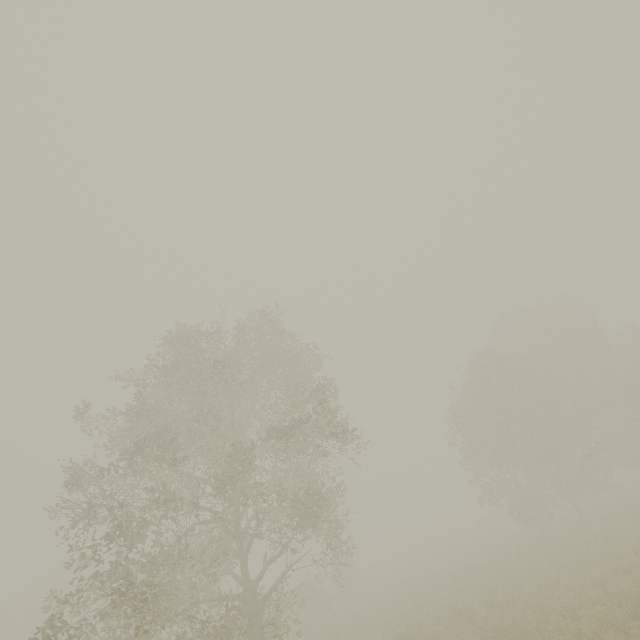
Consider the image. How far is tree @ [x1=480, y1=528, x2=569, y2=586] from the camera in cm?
1443

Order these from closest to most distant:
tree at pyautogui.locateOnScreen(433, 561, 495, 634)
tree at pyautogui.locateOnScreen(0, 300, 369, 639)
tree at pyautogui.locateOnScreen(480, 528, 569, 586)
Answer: tree at pyautogui.locateOnScreen(0, 300, 369, 639) → tree at pyautogui.locateOnScreen(433, 561, 495, 634) → tree at pyautogui.locateOnScreen(480, 528, 569, 586)

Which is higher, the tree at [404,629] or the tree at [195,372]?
the tree at [195,372]

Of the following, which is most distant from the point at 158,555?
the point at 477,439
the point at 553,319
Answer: the point at 553,319

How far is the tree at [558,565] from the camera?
14.4 meters

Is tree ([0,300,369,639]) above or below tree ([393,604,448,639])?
above

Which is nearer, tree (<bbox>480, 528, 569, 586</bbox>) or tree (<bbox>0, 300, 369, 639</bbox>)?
tree (<bbox>0, 300, 369, 639</bbox>)
